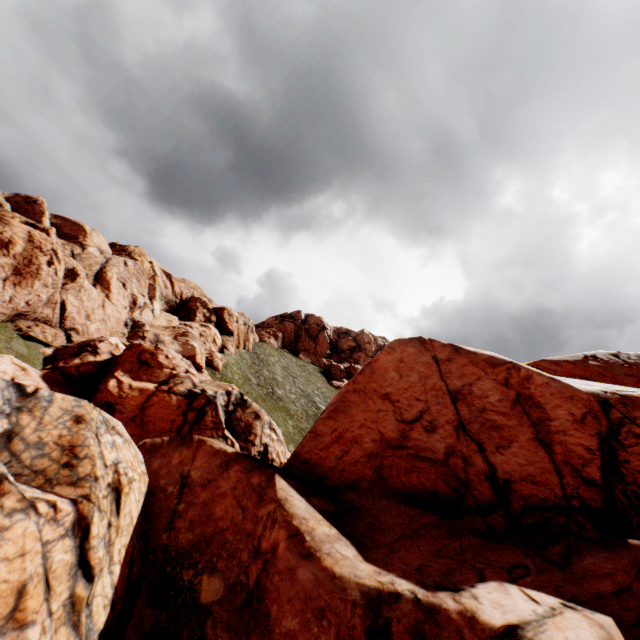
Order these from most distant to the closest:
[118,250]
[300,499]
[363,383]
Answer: [118,250]
[363,383]
[300,499]
